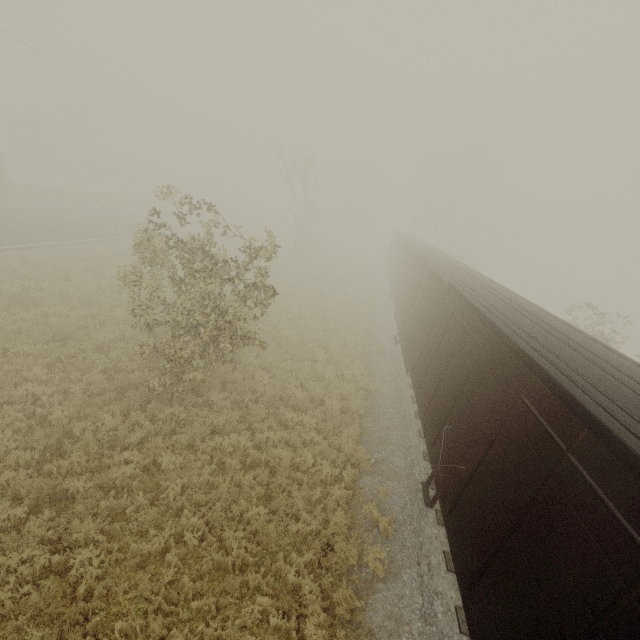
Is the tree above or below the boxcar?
above

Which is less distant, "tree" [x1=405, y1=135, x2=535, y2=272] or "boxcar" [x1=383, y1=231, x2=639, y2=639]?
"boxcar" [x1=383, y1=231, x2=639, y2=639]

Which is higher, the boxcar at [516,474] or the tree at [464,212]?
the tree at [464,212]

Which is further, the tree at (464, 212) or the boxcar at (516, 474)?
the tree at (464, 212)

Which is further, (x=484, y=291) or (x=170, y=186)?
(x=484, y=291)

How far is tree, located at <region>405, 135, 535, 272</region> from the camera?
43.59m
